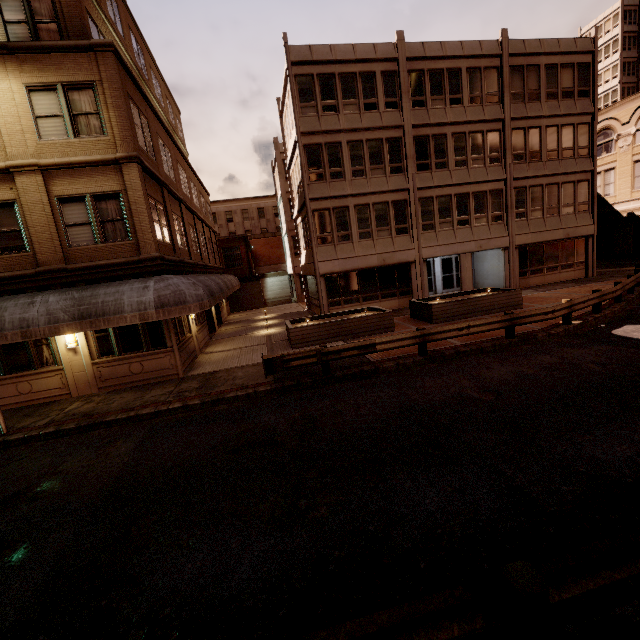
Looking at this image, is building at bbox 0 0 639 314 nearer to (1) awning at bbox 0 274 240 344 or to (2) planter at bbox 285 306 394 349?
(2) planter at bbox 285 306 394 349

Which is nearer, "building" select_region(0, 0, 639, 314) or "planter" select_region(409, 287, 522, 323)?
"building" select_region(0, 0, 639, 314)

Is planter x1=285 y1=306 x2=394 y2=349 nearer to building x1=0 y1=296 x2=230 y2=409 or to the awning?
the awning

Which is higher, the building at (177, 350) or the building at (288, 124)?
the building at (288, 124)

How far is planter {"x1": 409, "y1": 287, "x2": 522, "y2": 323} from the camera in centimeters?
1570cm

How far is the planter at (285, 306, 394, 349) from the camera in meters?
14.6 m

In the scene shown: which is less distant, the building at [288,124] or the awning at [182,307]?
the awning at [182,307]

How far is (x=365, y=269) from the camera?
20.9 meters
